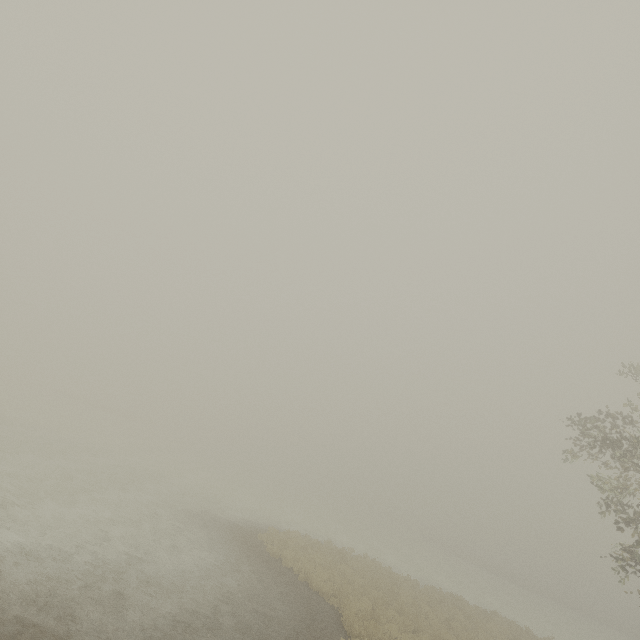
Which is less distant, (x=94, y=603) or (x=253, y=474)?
(x=94, y=603)
